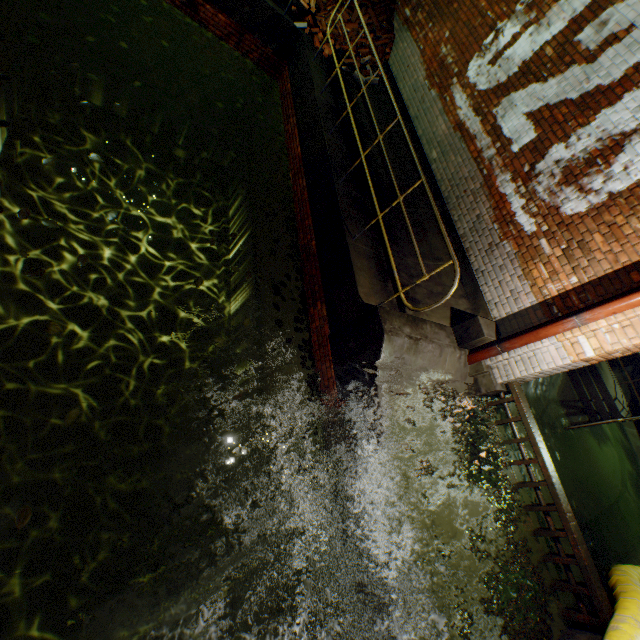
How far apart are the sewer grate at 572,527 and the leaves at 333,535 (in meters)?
2.68

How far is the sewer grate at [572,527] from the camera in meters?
4.0

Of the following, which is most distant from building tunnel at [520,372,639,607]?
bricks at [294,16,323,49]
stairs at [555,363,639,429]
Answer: bricks at [294,16,323,49]

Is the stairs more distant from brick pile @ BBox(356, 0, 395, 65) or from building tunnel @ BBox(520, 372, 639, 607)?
brick pile @ BBox(356, 0, 395, 65)

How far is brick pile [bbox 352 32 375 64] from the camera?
8.4m

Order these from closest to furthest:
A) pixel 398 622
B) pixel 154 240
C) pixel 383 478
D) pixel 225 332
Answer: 1. pixel 398 622
2. pixel 383 478
3. pixel 225 332
4. pixel 154 240

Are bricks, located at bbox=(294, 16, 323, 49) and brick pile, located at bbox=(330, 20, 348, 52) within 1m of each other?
yes

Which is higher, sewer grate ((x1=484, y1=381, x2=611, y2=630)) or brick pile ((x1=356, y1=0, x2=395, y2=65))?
brick pile ((x1=356, y1=0, x2=395, y2=65))
